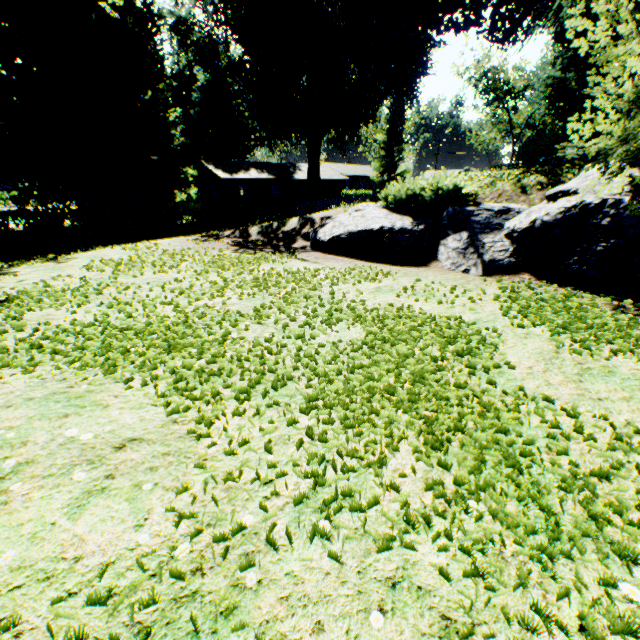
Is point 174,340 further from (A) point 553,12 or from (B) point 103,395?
(A) point 553,12

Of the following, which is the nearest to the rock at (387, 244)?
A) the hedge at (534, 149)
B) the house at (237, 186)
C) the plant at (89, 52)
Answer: the plant at (89, 52)

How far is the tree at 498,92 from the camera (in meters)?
42.94

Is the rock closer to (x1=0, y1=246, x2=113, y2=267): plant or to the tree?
(x1=0, y1=246, x2=113, y2=267): plant

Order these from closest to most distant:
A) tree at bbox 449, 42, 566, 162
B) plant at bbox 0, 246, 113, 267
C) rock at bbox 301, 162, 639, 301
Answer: rock at bbox 301, 162, 639, 301 < plant at bbox 0, 246, 113, 267 < tree at bbox 449, 42, 566, 162

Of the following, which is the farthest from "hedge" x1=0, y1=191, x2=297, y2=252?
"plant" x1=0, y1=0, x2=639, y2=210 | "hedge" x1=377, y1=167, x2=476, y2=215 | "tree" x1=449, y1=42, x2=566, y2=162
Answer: "hedge" x1=377, y1=167, x2=476, y2=215

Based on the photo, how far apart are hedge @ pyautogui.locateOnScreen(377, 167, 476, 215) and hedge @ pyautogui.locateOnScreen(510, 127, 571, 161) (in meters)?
8.46

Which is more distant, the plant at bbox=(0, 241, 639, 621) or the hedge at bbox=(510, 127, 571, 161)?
the hedge at bbox=(510, 127, 571, 161)
